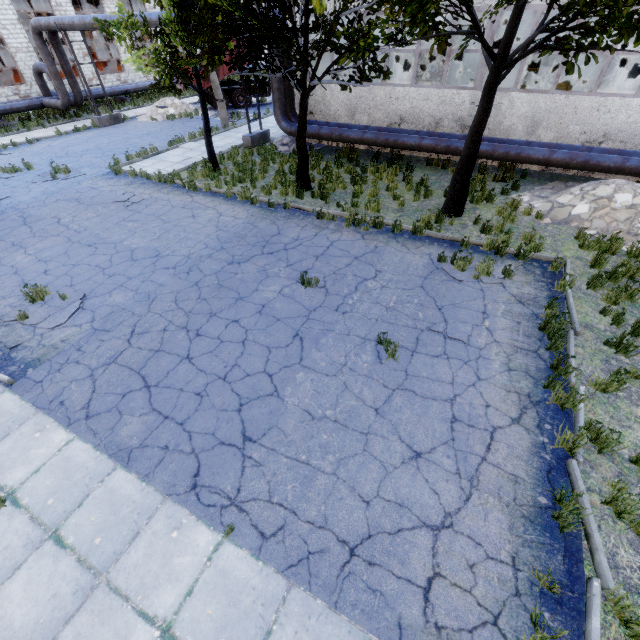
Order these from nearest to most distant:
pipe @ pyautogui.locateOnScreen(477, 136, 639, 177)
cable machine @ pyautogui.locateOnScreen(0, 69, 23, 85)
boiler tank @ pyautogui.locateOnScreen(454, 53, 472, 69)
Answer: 1. pipe @ pyautogui.locateOnScreen(477, 136, 639, 177)
2. boiler tank @ pyautogui.locateOnScreen(454, 53, 472, 69)
3. cable machine @ pyautogui.locateOnScreen(0, 69, 23, 85)

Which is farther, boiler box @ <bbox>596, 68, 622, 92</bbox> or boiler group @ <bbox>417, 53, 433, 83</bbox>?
boiler group @ <bbox>417, 53, 433, 83</bbox>

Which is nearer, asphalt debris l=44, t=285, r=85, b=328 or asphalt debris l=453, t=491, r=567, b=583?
asphalt debris l=453, t=491, r=567, b=583

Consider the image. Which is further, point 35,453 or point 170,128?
point 170,128

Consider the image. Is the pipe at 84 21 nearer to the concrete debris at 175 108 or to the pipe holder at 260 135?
the pipe holder at 260 135

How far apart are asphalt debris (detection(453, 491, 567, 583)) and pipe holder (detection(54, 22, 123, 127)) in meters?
28.0 m

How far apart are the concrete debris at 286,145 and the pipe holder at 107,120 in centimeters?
1226cm

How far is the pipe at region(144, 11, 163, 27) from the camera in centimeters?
1516cm
